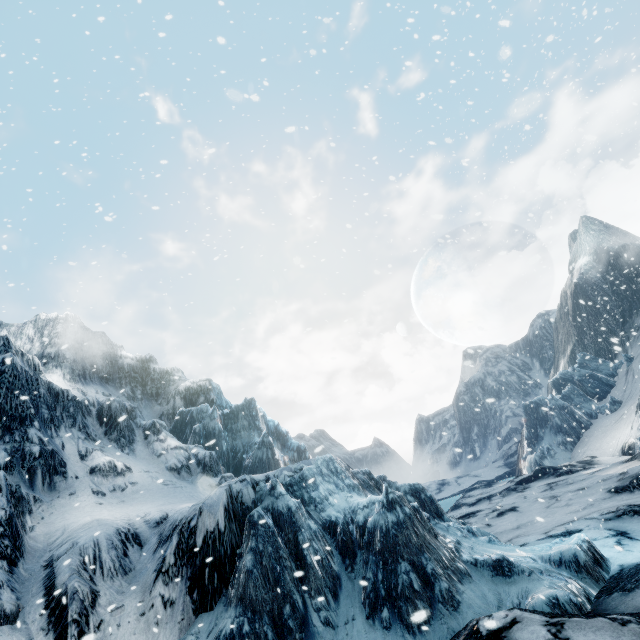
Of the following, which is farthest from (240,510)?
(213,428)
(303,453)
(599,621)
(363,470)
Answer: (303,453)
